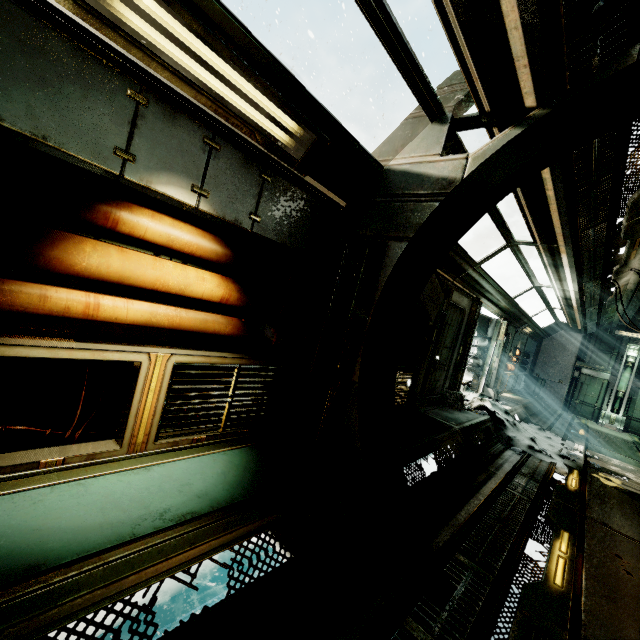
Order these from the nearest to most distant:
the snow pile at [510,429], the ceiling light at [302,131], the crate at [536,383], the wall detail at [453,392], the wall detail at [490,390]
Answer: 1. the ceiling light at [302,131]
2. the snow pile at [510,429]
3. the wall detail at [453,392]
4. the wall detail at [490,390]
5. the crate at [536,383]

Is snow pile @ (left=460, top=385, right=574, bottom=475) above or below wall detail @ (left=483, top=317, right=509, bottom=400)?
below

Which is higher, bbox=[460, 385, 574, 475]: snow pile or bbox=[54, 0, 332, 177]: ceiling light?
bbox=[54, 0, 332, 177]: ceiling light

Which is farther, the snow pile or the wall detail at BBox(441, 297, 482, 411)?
the wall detail at BBox(441, 297, 482, 411)

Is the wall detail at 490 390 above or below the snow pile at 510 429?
above

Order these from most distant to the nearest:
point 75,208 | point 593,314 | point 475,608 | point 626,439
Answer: point 626,439, point 593,314, point 475,608, point 75,208

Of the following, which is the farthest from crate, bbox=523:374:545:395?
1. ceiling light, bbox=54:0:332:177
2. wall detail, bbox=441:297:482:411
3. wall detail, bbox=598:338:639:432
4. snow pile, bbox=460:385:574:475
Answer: ceiling light, bbox=54:0:332:177

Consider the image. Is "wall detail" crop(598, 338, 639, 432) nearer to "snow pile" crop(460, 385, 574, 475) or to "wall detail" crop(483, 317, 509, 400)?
"snow pile" crop(460, 385, 574, 475)
